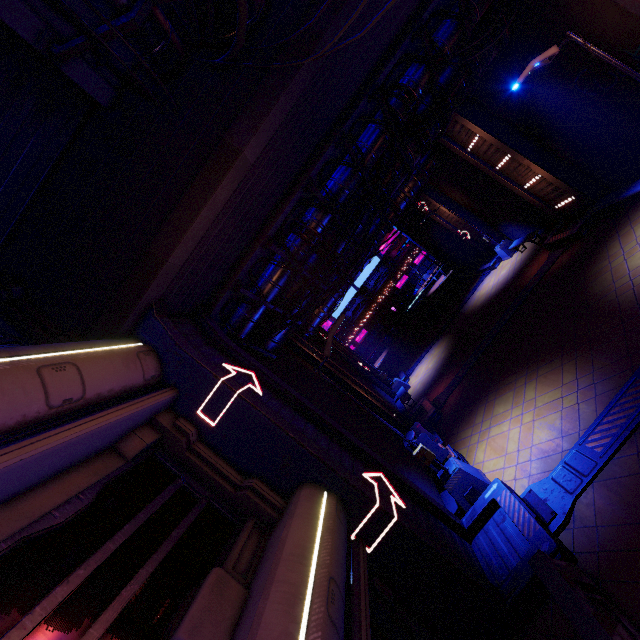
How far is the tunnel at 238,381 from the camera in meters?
6.4 m

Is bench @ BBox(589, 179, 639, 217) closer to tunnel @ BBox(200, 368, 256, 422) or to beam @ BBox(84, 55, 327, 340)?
tunnel @ BBox(200, 368, 256, 422)

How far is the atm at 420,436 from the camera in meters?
10.1

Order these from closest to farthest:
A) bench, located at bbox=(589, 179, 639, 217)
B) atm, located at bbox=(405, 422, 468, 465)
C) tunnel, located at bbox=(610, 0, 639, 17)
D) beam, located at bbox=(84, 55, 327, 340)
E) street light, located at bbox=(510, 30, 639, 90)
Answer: beam, located at bbox=(84, 55, 327, 340)
tunnel, located at bbox=(610, 0, 639, 17)
street light, located at bbox=(510, 30, 639, 90)
atm, located at bbox=(405, 422, 468, 465)
bench, located at bbox=(589, 179, 639, 217)

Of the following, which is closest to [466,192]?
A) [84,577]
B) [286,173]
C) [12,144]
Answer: [286,173]

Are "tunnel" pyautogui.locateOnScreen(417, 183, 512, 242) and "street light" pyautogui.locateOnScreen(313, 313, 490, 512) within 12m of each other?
no

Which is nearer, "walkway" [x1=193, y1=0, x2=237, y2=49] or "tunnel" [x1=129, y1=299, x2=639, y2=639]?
"walkway" [x1=193, y1=0, x2=237, y2=49]

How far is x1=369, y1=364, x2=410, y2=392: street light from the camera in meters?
21.6
